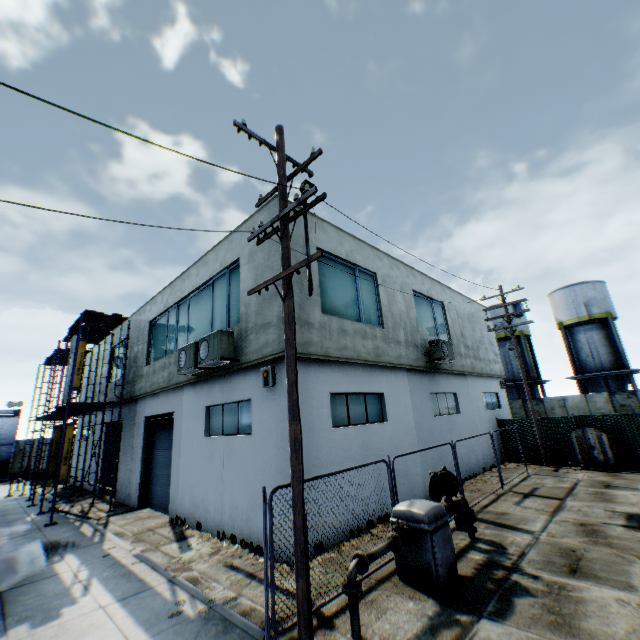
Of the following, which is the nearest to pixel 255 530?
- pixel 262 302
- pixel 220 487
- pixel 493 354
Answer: pixel 220 487

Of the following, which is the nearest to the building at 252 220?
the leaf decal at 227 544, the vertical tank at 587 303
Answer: the leaf decal at 227 544

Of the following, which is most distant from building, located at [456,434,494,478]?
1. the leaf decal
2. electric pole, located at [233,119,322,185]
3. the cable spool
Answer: the cable spool

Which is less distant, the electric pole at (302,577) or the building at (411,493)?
the electric pole at (302,577)

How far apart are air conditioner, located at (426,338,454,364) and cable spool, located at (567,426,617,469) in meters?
7.2 m

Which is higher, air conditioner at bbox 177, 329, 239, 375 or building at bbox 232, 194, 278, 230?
building at bbox 232, 194, 278, 230

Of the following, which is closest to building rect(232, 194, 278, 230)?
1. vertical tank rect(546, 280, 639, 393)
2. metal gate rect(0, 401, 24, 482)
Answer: metal gate rect(0, 401, 24, 482)

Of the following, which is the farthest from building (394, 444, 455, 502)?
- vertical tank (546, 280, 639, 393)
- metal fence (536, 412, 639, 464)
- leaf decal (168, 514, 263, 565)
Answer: vertical tank (546, 280, 639, 393)
